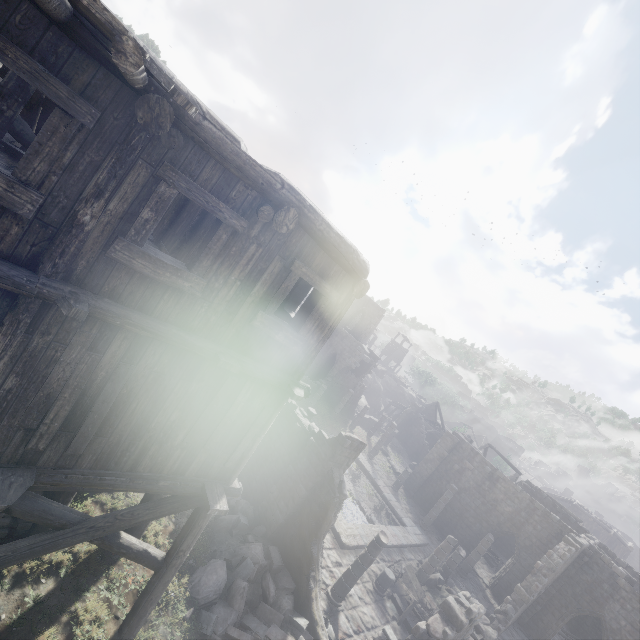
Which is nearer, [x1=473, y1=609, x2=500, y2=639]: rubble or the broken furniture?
the broken furniture

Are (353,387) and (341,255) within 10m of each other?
no

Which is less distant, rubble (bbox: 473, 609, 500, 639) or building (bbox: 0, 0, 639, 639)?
building (bbox: 0, 0, 639, 639)

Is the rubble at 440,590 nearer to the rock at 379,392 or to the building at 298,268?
the building at 298,268

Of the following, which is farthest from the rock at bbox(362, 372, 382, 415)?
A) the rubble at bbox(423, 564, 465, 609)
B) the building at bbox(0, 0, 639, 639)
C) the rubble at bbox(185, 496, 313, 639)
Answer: the rubble at bbox(185, 496, 313, 639)

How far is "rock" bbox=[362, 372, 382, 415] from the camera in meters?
46.3 m

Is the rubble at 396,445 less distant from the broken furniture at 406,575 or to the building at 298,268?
the building at 298,268

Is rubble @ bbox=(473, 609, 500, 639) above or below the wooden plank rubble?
below
